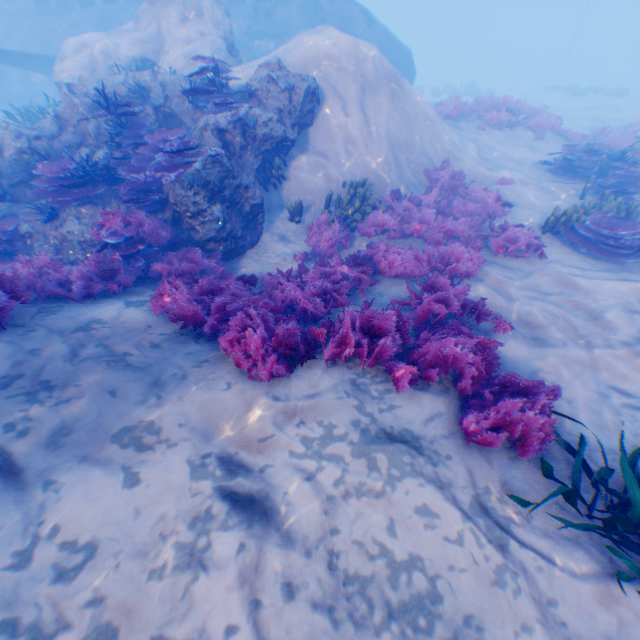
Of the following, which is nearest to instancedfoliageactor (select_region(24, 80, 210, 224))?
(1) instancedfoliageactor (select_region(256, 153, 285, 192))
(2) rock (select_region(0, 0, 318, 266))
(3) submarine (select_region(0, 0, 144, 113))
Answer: (2) rock (select_region(0, 0, 318, 266))

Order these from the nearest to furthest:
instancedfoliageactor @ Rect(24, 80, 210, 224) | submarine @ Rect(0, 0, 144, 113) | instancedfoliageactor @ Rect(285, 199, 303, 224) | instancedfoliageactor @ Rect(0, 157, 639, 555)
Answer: instancedfoliageactor @ Rect(0, 157, 639, 555), instancedfoliageactor @ Rect(24, 80, 210, 224), instancedfoliageactor @ Rect(285, 199, 303, 224), submarine @ Rect(0, 0, 144, 113)

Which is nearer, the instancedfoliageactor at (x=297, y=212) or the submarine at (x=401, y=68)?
the instancedfoliageactor at (x=297, y=212)

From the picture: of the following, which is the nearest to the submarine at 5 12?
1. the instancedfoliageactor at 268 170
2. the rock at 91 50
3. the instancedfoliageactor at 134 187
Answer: the rock at 91 50

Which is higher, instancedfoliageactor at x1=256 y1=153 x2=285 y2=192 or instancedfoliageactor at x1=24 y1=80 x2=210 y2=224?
instancedfoliageactor at x1=24 y1=80 x2=210 y2=224

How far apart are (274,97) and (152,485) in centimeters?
871cm

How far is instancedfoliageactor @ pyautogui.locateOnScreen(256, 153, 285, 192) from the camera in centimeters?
821cm

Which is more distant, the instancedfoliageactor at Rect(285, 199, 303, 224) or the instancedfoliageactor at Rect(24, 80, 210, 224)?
the instancedfoliageactor at Rect(285, 199, 303, 224)
